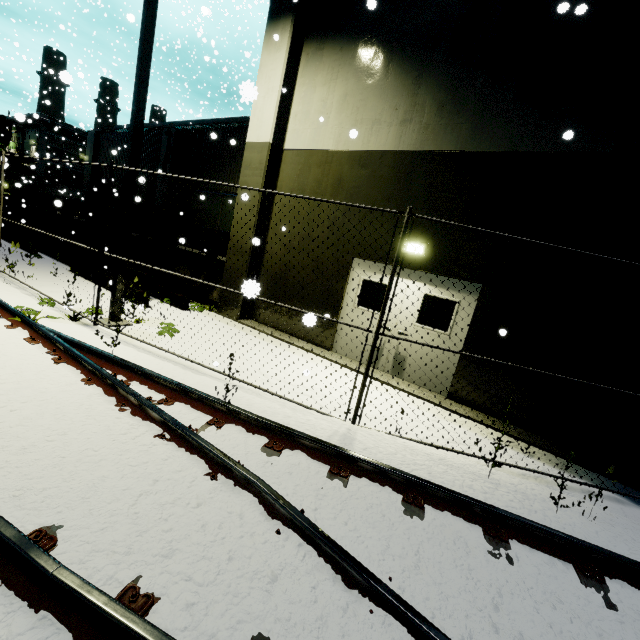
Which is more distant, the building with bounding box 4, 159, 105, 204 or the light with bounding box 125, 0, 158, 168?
the building with bounding box 4, 159, 105, 204

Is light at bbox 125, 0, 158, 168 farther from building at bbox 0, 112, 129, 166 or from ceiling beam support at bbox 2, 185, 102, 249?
ceiling beam support at bbox 2, 185, 102, 249

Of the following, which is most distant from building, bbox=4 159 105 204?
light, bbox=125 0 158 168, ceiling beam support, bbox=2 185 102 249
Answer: light, bbox=125 0 158 168

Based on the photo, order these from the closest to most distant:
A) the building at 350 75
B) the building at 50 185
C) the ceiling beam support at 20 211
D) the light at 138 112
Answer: the building at 350 75 < the light at 138 112 < the ceiling beam support at 20 211 < the building at 50 185

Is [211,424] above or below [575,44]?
below

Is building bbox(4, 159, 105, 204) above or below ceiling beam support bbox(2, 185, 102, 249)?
above

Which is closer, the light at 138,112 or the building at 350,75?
the building at 350,75
